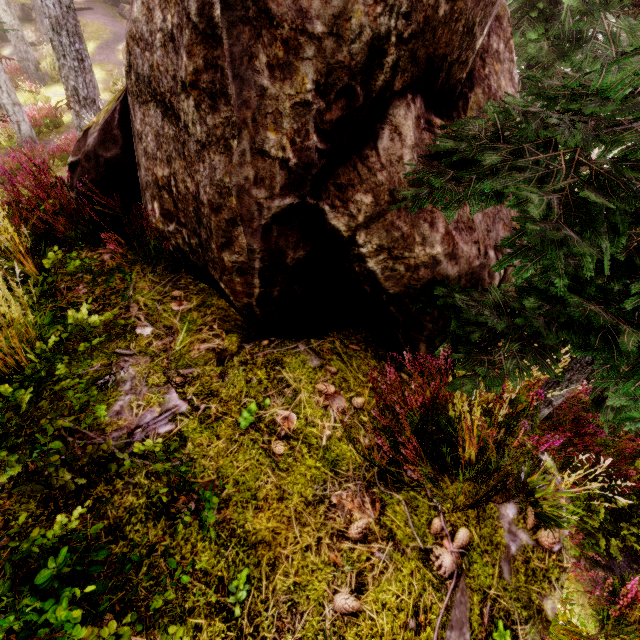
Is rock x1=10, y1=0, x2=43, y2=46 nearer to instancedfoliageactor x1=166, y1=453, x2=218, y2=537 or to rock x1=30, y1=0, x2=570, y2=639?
instancedfoliageactor x1=166, y1=453, x2=218, y2=537

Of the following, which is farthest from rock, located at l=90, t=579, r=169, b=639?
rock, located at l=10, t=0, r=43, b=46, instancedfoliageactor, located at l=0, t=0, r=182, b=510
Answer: rock, located at l=10, t=0, r=43, b=46

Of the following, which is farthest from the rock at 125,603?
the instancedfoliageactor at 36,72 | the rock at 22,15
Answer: the rock at 22,15

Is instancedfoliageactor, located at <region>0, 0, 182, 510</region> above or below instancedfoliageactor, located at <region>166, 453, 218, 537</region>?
below

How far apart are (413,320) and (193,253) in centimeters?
207cm

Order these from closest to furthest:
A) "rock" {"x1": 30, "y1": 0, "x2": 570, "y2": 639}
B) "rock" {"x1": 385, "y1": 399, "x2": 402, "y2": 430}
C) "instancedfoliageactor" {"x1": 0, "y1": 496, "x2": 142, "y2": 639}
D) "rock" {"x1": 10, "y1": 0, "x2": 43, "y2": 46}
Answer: "instancedfoliageactor" {"x1": 0, "y1": 496, "x2": 142, "y2": 639} → "rock" {"x1": 30, "y1": 0, "x2": 570, "y2": 639} → "rock" {"x1": 385, "y1": 399, "x2": 402, "y2": 430} → "rock" {"x1": 10, "y1": 0, "x2": 43, "y2": 46}

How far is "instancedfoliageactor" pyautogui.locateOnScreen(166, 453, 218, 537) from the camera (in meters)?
1.80

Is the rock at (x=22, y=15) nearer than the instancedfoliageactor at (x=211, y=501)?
No
